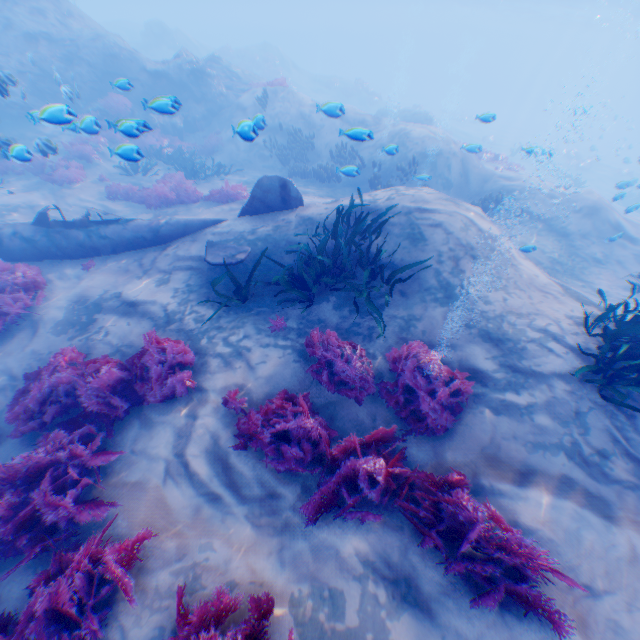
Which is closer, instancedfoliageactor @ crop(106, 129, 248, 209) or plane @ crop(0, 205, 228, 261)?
plane @ crop(0, 205, 228, 261)

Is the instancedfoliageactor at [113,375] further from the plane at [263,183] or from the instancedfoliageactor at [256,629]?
the instancedfoliageactor at [256,629]

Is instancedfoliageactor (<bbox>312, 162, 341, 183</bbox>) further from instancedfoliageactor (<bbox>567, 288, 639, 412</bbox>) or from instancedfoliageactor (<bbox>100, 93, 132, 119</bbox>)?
instancedfoliageactor (<bbox>567, 288, 639, 412</bbox>)

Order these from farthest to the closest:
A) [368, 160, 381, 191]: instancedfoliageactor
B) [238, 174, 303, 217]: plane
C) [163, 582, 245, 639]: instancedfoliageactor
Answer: [368, 160, 381, 191]: instancedfoliageactor < [238, 174, 303, 217]: plane < [163, 582, 245, 639]: instancedfoliageactor

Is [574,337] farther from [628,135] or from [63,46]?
[628,135]

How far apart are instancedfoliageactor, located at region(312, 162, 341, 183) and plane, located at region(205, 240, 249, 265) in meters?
8.0 m

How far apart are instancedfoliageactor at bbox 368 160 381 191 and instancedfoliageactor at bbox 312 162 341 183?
2.02m

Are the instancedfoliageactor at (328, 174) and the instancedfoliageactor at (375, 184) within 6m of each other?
yes
